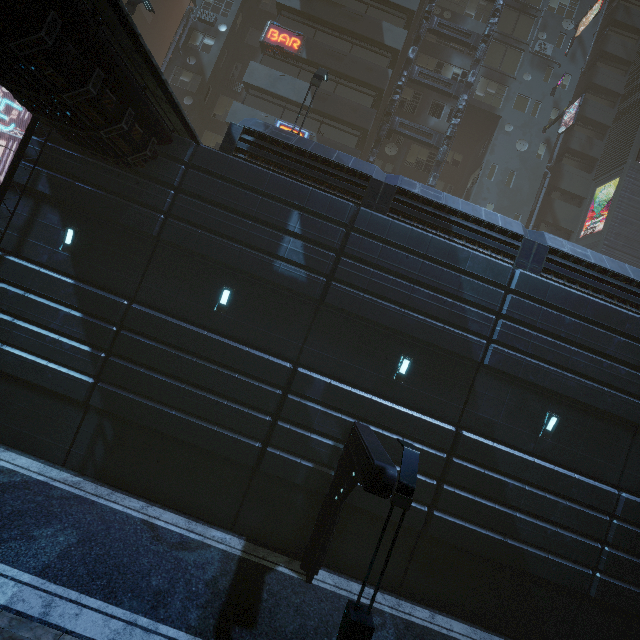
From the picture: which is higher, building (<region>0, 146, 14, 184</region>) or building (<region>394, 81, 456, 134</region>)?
building (<region>394, 81, 456, 134</region>)

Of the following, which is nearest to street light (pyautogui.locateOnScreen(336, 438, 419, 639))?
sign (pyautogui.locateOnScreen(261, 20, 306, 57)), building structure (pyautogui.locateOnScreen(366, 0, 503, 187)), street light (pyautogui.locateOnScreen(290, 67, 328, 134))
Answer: street light (pyautogui.locateOnScreen(290, 67, 328, 134))

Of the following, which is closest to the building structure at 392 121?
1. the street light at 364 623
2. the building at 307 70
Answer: the building at 307 70

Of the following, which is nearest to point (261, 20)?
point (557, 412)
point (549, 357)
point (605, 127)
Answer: point (605, 127)

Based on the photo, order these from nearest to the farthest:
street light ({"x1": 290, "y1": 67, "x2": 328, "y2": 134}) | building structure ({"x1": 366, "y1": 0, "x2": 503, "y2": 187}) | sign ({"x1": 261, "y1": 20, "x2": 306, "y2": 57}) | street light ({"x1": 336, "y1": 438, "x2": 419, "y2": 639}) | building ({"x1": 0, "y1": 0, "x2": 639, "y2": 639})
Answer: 1. street light ({"x1": 336, "y1": 438, "x2": 419, "y2": 639})
2. building ({"x1": 0, "y1": 0, "x2": 639, "y2": 639})
3. street light ({"x1": 290, "y1": 67, "x2": 328, "y2": 134})
4. sign ({"x1": 261, "y1": 20, "x2": 306, "y2": 57})
5. building structure ({"x1": 366, "y1": 0, "x2": 503, "y2": 187})

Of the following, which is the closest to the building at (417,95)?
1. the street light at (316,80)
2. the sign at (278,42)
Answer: the sign at (278,42)

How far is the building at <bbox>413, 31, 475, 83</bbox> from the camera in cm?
2481

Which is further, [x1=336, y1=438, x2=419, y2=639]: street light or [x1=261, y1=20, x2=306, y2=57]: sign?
[x1=261, y1=20, x2=306, y2=57]: sign
